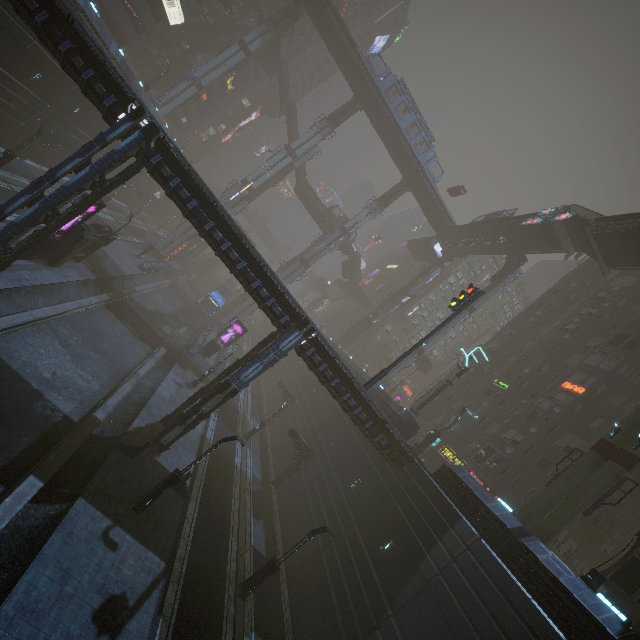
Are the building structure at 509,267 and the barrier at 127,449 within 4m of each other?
no

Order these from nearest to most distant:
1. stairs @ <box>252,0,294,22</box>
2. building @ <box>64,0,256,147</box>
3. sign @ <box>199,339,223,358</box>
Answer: building @ <box>64,0,256,147</box> < sign @ <box>199,339,223,358</box> < stairs @ <box>252,0,294,22</box>

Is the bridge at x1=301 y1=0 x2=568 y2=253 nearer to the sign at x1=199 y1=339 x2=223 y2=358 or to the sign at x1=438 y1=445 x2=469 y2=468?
the sign at x1=438 y1=445 x2=469 y2=468

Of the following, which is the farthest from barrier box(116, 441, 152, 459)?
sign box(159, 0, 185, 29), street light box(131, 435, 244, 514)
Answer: sign box(159, 0, 185, 29)

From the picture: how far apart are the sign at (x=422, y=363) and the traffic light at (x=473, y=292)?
30.1 meters

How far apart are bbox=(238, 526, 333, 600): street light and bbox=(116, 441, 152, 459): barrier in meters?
8.9 m

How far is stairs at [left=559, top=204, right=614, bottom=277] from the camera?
30.5m

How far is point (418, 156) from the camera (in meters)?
50.66
